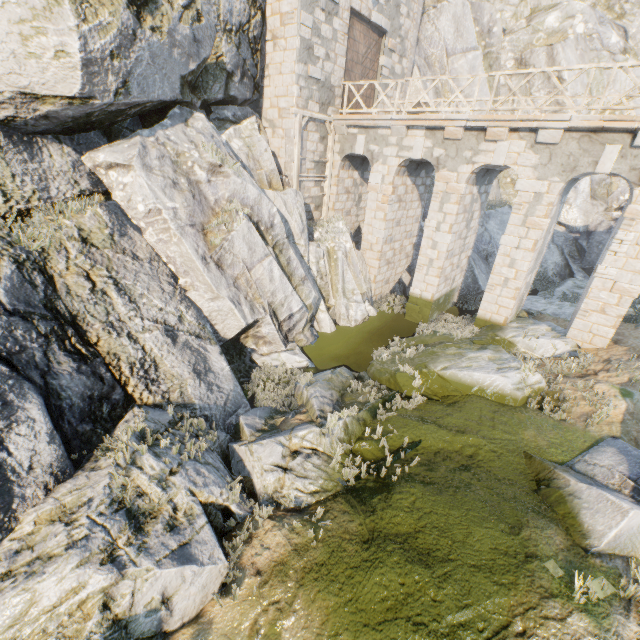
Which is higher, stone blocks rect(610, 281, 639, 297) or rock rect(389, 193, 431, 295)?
stone blocks rect(610, 281, 639, 297)

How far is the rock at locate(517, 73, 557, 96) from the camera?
21.4m

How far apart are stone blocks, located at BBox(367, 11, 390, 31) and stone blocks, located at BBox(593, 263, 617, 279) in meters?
14.0 m

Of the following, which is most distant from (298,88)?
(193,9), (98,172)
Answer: (98,172)

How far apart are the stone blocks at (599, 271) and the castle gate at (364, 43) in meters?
12.2 m

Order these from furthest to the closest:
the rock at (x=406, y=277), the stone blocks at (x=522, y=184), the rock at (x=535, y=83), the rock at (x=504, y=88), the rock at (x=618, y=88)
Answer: the rock at (x=504, y=88)
the rock at (x=535, y=83)
the rock at (x=618, y=88)
the rock at (x=406, y=277)
the stone blocks at (x=522, y=184)

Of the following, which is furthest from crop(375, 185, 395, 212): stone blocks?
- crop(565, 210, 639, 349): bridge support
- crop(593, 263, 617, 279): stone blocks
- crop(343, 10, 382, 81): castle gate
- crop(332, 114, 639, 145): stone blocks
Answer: crop(593, 263, 617, 279): stone blocks

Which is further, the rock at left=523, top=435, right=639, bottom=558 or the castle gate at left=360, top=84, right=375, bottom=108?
the castle gate at left=360, top=84, right=375, bottom=108
